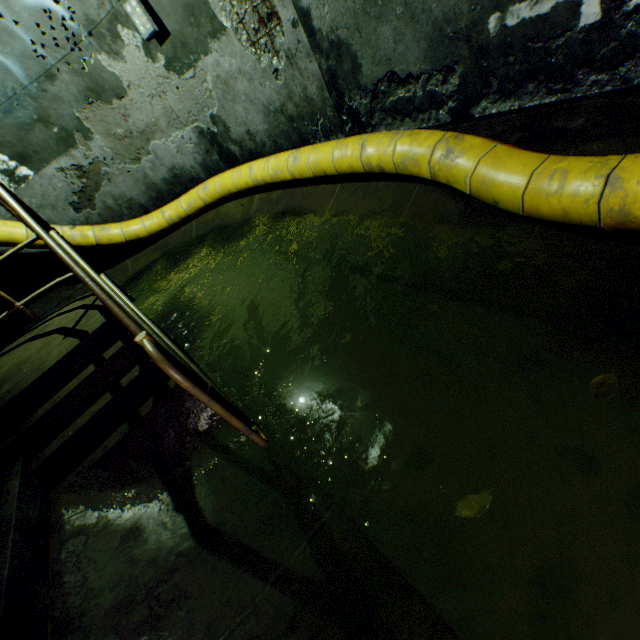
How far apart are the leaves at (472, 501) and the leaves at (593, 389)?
0.70m

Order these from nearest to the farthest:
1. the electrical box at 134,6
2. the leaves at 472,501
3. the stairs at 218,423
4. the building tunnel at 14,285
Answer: the leaves at 472,501 → the stairs at 218,423 → the electrical box at 134,6 → the building tunnel at 14,285

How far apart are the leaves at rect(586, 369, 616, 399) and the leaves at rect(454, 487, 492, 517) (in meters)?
0.70

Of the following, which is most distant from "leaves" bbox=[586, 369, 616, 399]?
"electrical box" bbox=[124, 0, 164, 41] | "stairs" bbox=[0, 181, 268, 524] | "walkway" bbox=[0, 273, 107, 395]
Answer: "electrical box" bbox=[124, 0, 164, 41]

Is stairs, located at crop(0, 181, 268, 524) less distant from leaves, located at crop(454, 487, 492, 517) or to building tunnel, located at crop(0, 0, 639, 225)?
building tunnel, located at crop(0, 0, 639, 225)

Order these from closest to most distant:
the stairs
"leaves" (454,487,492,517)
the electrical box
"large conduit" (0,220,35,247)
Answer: "leaves" (454,487,492,517)
the stairs
the electrical box
"large conduit" (0,220,35,247)

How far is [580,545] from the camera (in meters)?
1.31

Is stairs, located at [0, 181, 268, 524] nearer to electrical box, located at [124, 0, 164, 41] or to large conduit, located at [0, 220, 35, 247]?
large conduit, located at [0, 220, 35, 247]
